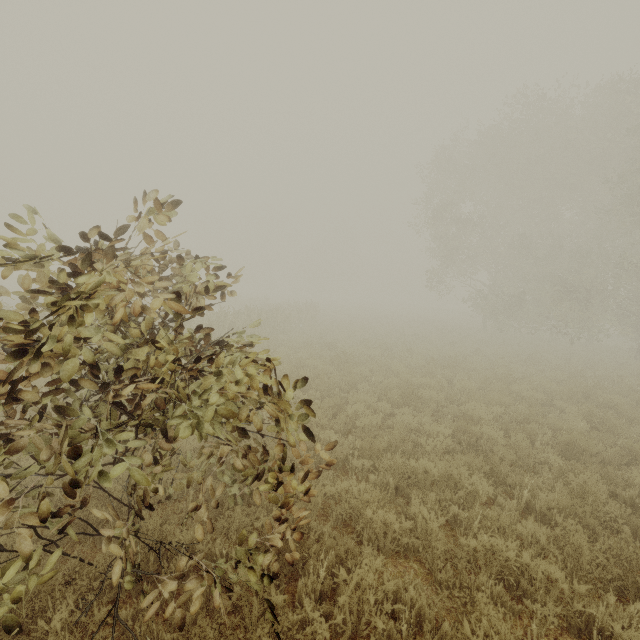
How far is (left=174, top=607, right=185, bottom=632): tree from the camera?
2.5 meters

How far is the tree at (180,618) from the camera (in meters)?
2.50

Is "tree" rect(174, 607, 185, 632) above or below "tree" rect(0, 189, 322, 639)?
below

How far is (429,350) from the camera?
16.8m
